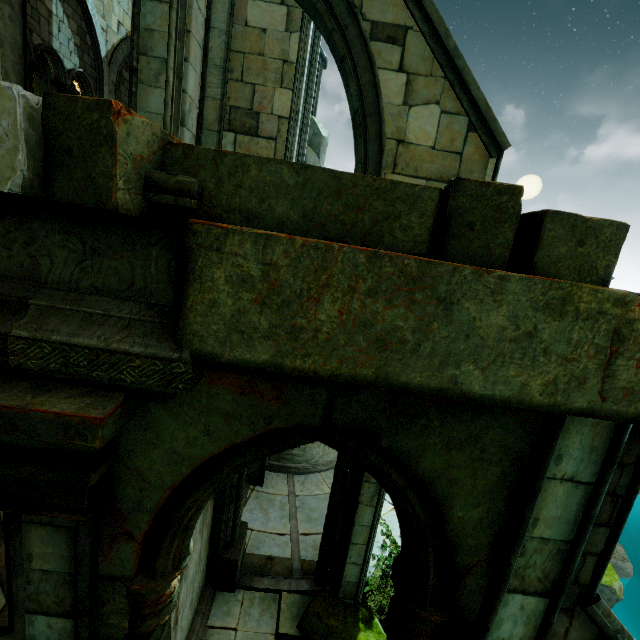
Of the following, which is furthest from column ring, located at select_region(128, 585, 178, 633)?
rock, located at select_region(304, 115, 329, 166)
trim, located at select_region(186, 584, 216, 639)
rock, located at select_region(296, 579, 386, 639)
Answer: rock, located at select_region(304, 115, 329, 166)

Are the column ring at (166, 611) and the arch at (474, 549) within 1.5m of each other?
yes

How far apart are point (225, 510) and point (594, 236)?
7.6 meters

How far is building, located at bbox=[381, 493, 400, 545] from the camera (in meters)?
9.56

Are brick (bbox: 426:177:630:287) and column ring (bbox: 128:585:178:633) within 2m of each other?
no

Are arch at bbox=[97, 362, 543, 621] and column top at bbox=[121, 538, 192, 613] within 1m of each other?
yes

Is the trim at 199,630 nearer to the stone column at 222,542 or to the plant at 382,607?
the stone column at 222,542

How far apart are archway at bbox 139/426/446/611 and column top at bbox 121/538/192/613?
0.01m
